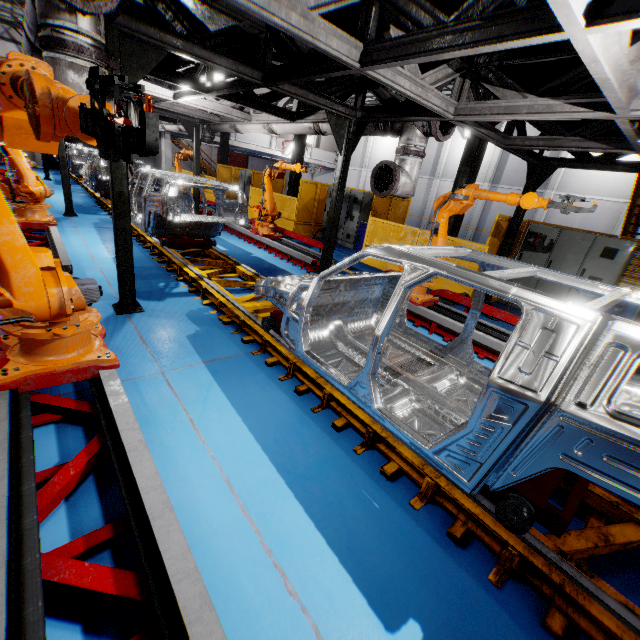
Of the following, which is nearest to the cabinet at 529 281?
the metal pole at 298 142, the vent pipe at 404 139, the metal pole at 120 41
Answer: the vent pipe at 404 139

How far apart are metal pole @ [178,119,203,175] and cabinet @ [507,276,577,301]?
10.69m

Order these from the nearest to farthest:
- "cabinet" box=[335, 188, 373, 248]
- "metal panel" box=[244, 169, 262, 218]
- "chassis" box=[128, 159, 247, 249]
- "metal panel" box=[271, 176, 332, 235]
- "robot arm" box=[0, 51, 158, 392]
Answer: "robot arm" box=[0, 51, 158, 392], "chassis" box=[128, 159, 247, 249], "cabinet" box=[335, 188, 373, 248], "metal panel" box=[271, 176, 332, 235], "metal panel" box=[244, 169, 262, 218]

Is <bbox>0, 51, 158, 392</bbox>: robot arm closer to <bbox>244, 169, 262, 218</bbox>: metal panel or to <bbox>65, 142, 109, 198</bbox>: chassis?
<bbox>65, 142, 109, 198</bbox>: chassis

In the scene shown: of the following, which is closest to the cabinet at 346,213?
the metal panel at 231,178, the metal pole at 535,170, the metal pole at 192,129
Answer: the metal panel at 231,178

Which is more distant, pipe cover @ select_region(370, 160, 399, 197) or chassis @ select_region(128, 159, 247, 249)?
chassis @ select_region(128, 159, 247, 249)

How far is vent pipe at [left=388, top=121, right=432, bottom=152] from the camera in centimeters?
523cm

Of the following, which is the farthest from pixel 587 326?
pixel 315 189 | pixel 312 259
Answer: pixel 315 189
